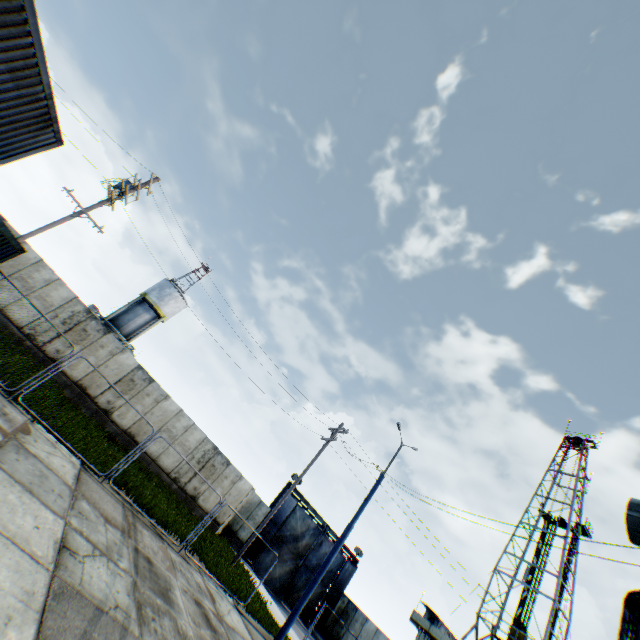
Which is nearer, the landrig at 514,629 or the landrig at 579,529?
the landrig at 514,629

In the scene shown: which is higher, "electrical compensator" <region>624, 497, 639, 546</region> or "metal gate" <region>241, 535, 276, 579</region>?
"electrical compensator" <region>624, 497, 639, 546</region>

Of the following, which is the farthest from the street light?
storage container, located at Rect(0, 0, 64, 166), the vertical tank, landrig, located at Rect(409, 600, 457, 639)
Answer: landrig, located at Rect(409, 600, 457, 639)

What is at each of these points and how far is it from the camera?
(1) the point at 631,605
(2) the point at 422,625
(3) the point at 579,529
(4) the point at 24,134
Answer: (1) electrical compensator, 6.1m
(2) landrig, 31.1m
(3) landrig, 35.8m
(4) storage container, 9.4m

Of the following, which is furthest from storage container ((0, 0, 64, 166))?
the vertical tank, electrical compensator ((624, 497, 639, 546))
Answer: the vertical tank

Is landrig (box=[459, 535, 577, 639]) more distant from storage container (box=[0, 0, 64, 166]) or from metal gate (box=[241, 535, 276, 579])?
storage container (box=[0, 0, 64, 166])

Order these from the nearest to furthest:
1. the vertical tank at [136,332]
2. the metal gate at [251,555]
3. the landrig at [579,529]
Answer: the metal gate at [251,555], the vertical tank at [136,332], the landrig at [579,529]

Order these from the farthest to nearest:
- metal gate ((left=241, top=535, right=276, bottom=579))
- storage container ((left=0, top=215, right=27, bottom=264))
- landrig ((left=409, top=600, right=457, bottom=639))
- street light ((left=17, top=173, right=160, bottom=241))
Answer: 1. landrig ((left=409, top=600, right=457, bottom=639))
2. metal gate ((left=241, top=535, right=276, bottom=579))
3. street light ((left=17, top=173, right=160, bottom=241))
4. storage container ((left=0, top=215, right=27, bottom=264))
